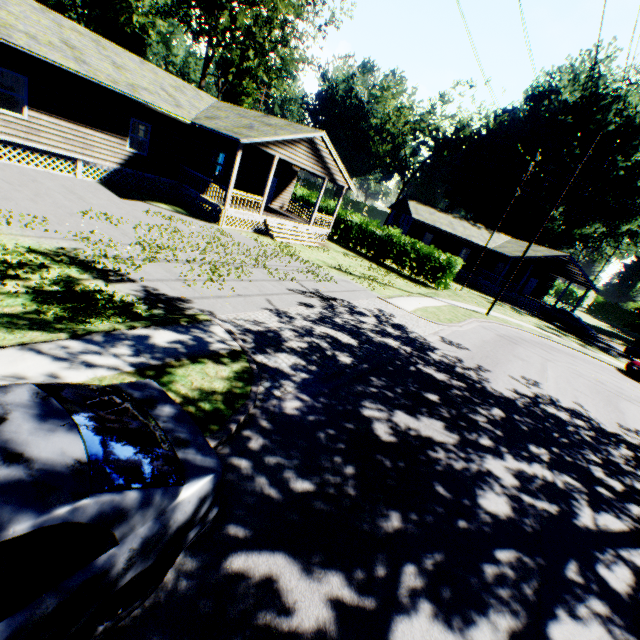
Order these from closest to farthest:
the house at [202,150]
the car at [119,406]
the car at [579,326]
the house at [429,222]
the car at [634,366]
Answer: the car at [119,406] → the house at [202,150] → the car at [634,366] → the car at [579,326] → the house at [429,222]

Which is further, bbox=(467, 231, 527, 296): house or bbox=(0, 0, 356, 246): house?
A: bbox=(467, 231, 527, 296): house

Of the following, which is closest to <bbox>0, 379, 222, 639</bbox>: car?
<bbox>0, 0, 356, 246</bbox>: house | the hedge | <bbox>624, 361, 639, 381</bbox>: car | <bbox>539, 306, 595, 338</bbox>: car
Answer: <bbox>0, 0, 356, 246</bbox>: house

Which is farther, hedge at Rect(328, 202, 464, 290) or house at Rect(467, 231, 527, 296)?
house at Rect(467, 231, 527, 296)

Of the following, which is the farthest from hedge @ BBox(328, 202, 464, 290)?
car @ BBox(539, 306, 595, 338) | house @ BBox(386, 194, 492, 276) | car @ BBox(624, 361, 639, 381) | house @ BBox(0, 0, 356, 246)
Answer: car @ BBox(539, 306, 595, 338)

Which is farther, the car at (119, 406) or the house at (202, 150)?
the house at (202, 150)

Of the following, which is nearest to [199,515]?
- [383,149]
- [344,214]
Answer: [344,214]
